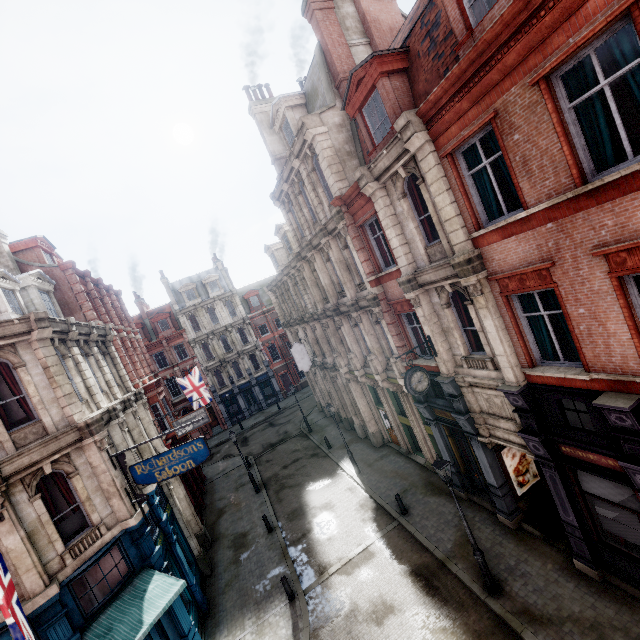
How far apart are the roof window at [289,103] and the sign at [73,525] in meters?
17.8 m

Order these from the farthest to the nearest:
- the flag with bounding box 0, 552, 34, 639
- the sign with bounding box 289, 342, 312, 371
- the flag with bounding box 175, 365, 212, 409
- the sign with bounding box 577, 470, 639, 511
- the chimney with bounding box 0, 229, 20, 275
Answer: the flag with bounding box 175, 365, 212, 409, the sign with bounding box 289, 342, 312, 371, the chimney with bounding box 0, 229, 20, 275, the sign with bounding box 577, 470, 639, 511, the flag with bounding box 0, 552, 34, 639

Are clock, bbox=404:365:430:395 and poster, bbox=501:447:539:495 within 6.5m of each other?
yes

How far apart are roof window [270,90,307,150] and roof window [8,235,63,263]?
15.1m

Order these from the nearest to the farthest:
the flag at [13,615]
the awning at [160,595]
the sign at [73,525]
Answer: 1. the flag at [13,615]
2. the awning at [160,595]
3. the sign at [73,525]

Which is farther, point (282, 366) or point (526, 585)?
point (282, 366)

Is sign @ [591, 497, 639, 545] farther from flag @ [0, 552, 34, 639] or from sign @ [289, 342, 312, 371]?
sign @ [289, 342, 312, 371]

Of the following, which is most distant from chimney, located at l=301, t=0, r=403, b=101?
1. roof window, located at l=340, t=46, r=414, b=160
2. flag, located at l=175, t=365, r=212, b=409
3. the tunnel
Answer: flag, located at l=175, t=365, r=212, b=409
